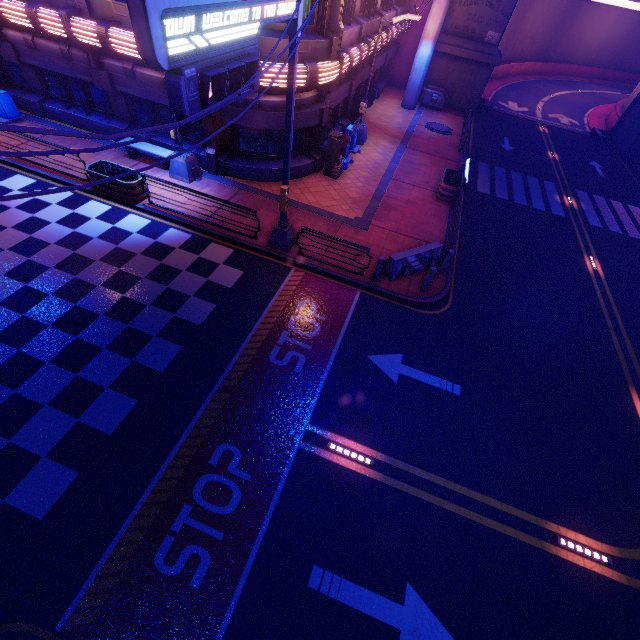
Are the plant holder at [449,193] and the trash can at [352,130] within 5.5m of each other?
yes

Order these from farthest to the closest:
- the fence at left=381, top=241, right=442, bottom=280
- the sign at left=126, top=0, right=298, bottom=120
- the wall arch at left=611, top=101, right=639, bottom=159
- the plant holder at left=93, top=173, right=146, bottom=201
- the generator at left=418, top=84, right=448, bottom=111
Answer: the generator at left=418, top=84, right=448, bottom=111, the wall arch at left=611, top=101, right=639, bottom=159, the plant holder at left=93, top=173, right=146, bottom=201, the fence at left=381, top=241, right=442, bottom=280, the sign at left=126, top=0, right=298, bottom=120

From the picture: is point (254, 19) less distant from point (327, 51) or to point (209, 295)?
point (209, 295)

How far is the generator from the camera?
26.11m

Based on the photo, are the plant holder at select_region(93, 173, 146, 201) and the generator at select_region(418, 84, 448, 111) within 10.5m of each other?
no

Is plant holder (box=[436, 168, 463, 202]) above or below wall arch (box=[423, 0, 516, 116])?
below

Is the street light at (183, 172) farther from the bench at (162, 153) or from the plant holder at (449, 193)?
the plant holder at (449, 193)

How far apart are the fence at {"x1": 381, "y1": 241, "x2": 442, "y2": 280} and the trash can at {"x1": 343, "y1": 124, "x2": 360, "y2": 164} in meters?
9.3 m
